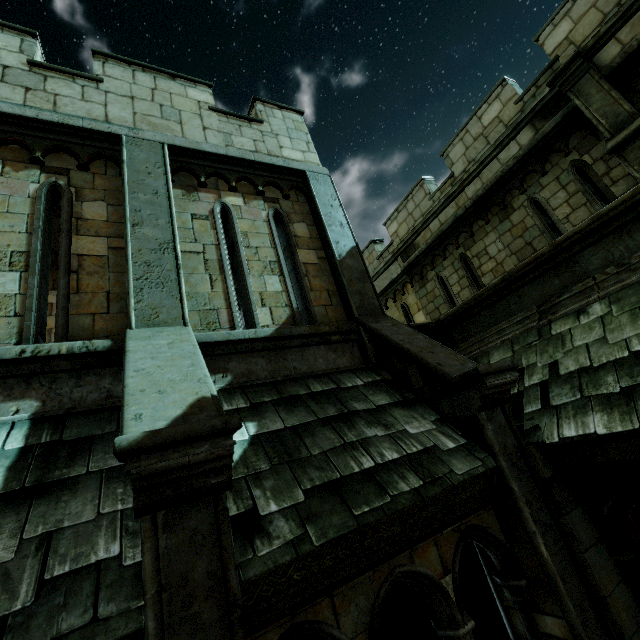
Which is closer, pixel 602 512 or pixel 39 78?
pixel 602 512

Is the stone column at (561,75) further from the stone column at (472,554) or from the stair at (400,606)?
the stone column at (472,554)

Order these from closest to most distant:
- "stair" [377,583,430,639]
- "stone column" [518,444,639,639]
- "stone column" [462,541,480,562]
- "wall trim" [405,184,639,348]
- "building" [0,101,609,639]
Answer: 1. "building" [0,101,609,639]
2. "stone column" [518,444,639,639]
3. "wall trim" [405,184,639,348]
4. "stair" [377,583,430,639]
5. "stone column" [462,541,480,562]

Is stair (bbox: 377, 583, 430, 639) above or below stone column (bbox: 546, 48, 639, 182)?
below

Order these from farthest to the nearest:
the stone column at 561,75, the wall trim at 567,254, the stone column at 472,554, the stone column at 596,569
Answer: the stone column at 472,554 → the stone column at 561,75 → the wall trim at 567,254 → the stone column at 596,569

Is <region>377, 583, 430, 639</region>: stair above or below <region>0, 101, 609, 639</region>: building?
below

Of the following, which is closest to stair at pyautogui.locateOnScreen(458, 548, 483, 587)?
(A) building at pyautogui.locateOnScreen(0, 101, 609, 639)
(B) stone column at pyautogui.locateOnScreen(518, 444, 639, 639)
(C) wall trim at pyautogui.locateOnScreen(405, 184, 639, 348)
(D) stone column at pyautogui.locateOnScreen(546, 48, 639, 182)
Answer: (A) building at pyautogui.locateOnScreen(0, 101, 609, 639)
